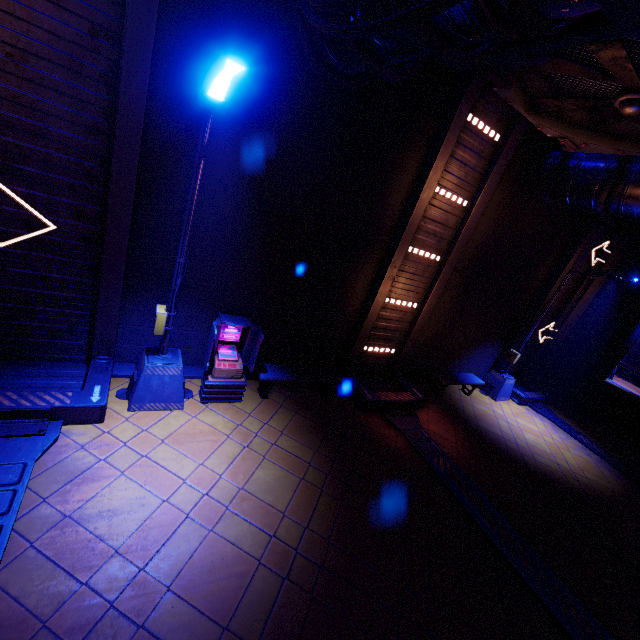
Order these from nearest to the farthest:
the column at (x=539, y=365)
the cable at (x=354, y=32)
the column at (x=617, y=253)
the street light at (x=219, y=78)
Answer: the cable at (x=354, y=32) → the street light at (x=219, y=78) → the column at (x=617, y=253) → the column at (x=539, y=365)

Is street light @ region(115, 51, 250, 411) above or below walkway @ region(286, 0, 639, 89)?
below

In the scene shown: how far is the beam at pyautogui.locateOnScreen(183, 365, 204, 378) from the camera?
8.0m

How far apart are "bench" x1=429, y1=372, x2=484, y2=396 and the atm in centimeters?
717cm

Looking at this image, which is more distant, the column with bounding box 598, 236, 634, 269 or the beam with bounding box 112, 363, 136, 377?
the column with bounding box 598, 236, 634, 269

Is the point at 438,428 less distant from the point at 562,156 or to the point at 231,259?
the point at 231,259

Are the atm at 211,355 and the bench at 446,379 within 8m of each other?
yes

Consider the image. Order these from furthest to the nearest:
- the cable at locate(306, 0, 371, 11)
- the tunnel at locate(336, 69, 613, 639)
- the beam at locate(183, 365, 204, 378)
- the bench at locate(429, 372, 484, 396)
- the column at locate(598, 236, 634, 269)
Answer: the column at locate(598, 236, 634, 269) < the bench at locate(429, 372, 484, 396) < the beam at locate(183, 365, 204, 378) < the tunnel at locate(336, 69, 613, 639) < the cable at locate(306, 0, 371, 11)
